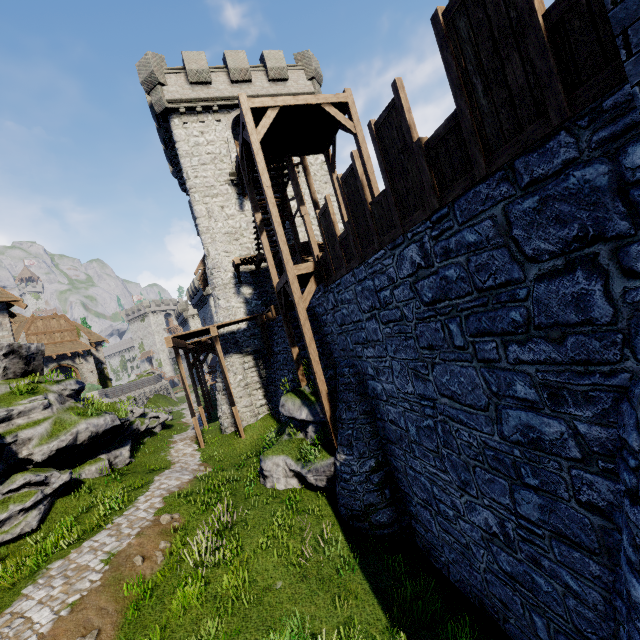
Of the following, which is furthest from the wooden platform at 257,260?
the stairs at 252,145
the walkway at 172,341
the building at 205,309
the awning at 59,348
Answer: the building at 205,309

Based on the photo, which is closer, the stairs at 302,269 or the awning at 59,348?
the stairs at 302,269

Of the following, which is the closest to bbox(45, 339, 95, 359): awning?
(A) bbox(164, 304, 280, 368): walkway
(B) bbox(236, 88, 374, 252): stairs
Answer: (A) bbox(164, 304, 280, 368): walkway

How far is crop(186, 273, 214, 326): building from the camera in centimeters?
4575cm

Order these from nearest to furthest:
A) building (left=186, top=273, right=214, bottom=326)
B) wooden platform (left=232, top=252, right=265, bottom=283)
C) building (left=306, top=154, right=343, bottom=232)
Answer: wooden platform (left=232, top=252, right=265, bottom=283), building (left=306, top=154, right=343, bottom=232), building (left=186, top=273, right=214, bottom=326)

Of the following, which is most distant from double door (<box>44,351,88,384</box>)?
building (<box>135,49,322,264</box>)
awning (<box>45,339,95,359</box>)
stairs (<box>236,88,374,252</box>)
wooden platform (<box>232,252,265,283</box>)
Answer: stairs (<box>236,88,374,252</box>)

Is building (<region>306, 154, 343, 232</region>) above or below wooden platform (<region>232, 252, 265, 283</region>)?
above

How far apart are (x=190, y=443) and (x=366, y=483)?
12.1 meters
